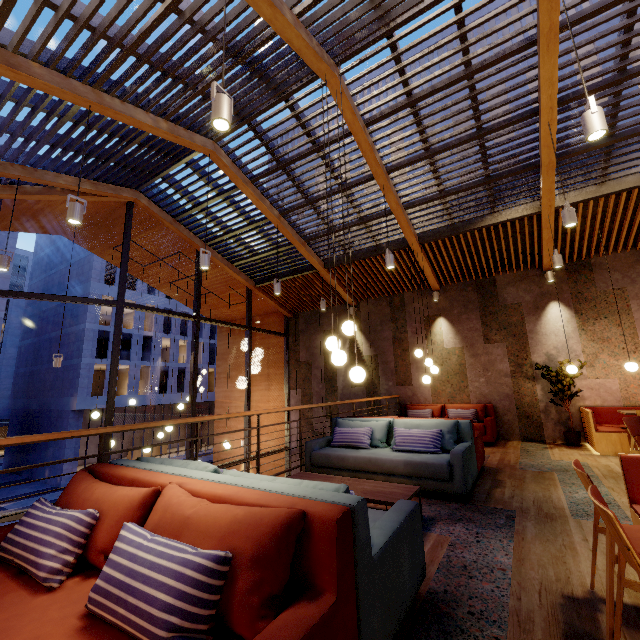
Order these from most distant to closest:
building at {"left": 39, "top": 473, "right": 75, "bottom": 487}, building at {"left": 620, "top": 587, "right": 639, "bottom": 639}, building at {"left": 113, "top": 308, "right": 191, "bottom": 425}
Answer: building at {"left": 113, "top": 308, "right": 191, "bottom": 425} → building at {"left": 39, "top": 473, "right": 75, "bottom": 487} → building at {"left": 620, "top": 587, "right": 639, "bottom": 639}

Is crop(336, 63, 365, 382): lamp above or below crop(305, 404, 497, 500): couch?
above

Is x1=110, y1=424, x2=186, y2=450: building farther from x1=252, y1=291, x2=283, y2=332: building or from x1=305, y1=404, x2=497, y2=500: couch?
x1=305, y1=404, x2=497, y2=500: couch

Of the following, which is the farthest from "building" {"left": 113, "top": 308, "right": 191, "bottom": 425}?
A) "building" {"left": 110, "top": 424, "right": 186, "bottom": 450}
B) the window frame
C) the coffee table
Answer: the coffee table

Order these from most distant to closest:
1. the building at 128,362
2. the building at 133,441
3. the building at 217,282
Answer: the building at 133,441 → the building at 128,362 → the building at 217,282

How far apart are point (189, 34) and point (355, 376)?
4.6 meters

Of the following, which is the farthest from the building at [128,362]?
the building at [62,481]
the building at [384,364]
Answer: the building at [384,364]

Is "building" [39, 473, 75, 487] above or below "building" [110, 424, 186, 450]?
below
